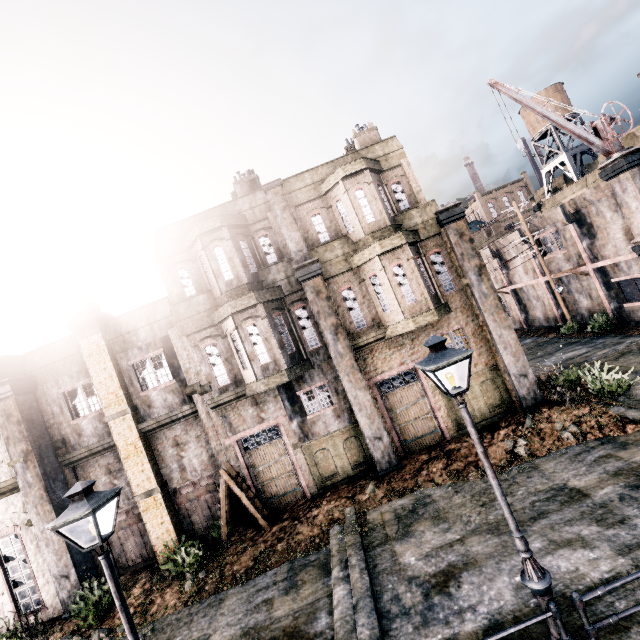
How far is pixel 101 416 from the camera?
14.40m

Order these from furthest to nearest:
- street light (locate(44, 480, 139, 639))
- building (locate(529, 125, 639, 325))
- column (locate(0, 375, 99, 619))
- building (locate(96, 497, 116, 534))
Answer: building (locate(529, 125, 639, 325)) → building (locate(96, 497, 116, 534)) → column (locate(0, 375, 99, 619)) → street light (locate(44, 480, 139, 639))

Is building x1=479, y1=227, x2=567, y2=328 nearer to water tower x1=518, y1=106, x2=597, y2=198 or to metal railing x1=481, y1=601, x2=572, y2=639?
water tower x1=518, y1=106, x2=597, y2=198

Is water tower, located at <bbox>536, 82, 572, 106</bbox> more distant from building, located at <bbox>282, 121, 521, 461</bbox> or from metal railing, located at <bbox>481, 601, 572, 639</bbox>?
metal railing, located at <bbox>481, 601, 572, 639</bbox>

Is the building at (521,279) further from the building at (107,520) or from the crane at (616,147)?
the building at (107,520)

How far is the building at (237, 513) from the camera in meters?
14.0

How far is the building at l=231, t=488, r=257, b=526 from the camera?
14.02m

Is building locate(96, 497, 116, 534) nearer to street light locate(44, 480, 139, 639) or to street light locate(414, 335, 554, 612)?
street light locate(44, 480, 139, 639)
